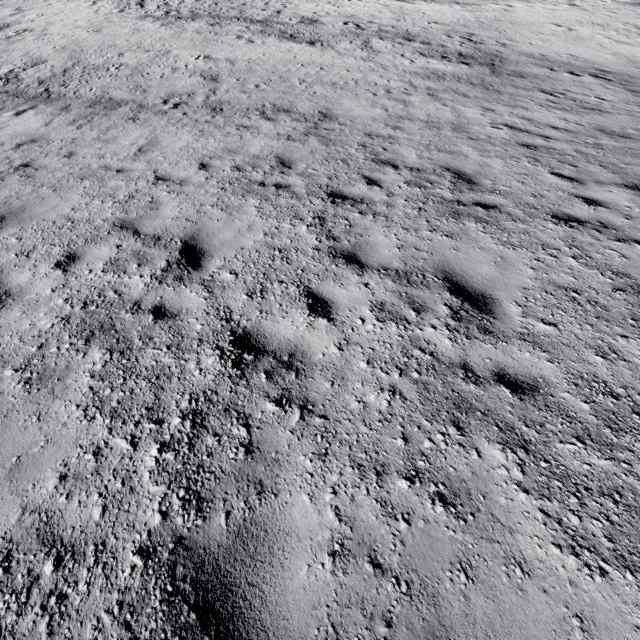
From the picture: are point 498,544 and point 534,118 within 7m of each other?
no
